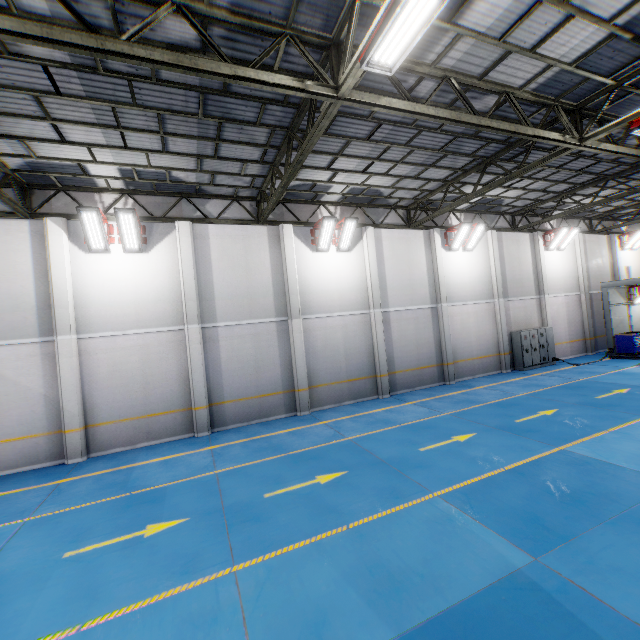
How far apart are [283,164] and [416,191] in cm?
663

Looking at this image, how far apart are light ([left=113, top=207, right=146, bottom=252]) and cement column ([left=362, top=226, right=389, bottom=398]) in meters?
8.9 m

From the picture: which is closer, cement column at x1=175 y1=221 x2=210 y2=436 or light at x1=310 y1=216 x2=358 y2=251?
cement column at x1=175 y1=221 x2=210 y2=436

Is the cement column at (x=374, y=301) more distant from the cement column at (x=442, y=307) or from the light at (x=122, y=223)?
the light at (x=122, y=223)

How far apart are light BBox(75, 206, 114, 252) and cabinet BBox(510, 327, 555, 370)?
19.7 meters

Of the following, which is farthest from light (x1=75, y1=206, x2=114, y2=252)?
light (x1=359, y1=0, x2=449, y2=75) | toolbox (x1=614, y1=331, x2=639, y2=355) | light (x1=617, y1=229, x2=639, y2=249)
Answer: light (x1=617, y1=229, x2=639, y2=249)

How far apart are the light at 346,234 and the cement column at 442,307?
5.65m

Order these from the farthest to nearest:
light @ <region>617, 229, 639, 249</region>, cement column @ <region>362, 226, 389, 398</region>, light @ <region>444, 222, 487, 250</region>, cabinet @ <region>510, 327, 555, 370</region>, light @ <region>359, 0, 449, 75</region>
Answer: light @ <region>617, 229, 639, 249</region>
cabinet @ <region>510, 327, 555, 370</region>
light @ <region>444, 222, 487, 250</region>
cement column @ <region>362, 226, 389, 398</region>
light @ <region>359, 0, 449, 75</region>
